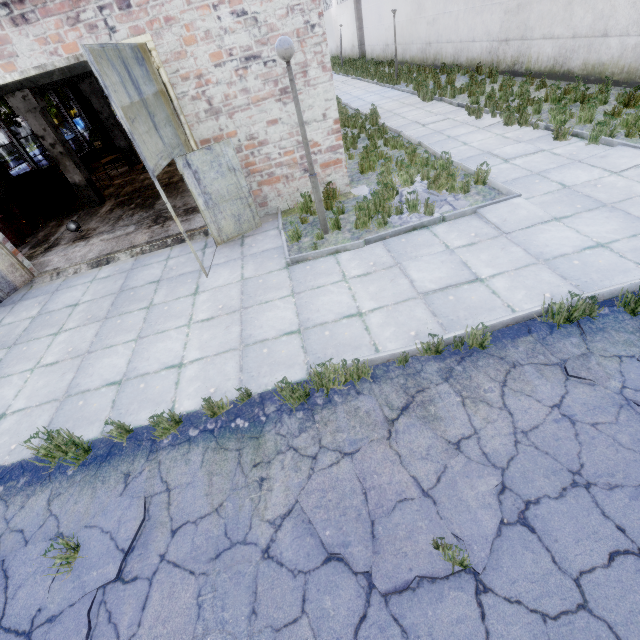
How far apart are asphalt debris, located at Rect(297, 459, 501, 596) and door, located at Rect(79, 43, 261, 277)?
4.19m

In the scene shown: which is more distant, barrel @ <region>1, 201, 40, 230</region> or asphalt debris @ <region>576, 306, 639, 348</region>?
barrel @ <region>1, 201, 40, 230</region>

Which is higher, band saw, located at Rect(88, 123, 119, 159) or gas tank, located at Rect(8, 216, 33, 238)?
band saw, located at Rect(88, 123, 119, 159)

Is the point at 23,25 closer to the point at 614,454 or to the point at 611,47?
the point at 614,454

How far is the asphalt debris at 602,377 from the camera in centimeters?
353cm

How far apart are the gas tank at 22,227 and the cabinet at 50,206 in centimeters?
107cm

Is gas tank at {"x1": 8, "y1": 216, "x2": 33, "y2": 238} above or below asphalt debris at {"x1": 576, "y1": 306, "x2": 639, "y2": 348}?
above

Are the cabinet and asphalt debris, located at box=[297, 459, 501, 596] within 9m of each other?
no
